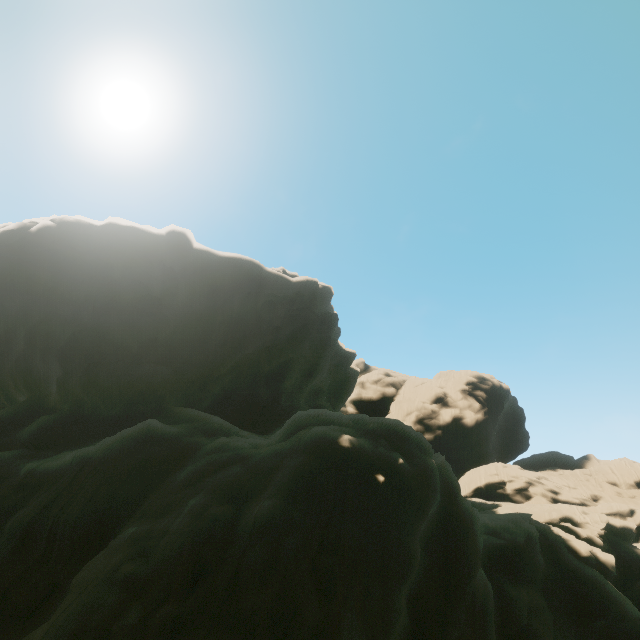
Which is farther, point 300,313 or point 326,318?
point 326,318
